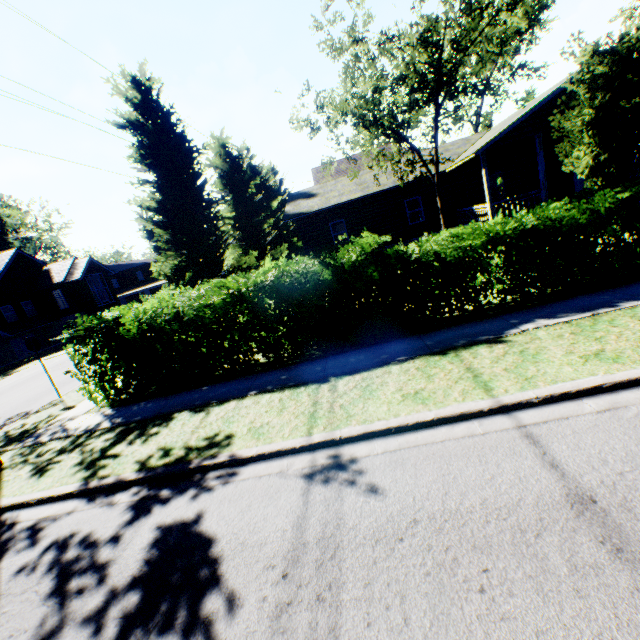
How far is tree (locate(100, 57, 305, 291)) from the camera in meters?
12.4

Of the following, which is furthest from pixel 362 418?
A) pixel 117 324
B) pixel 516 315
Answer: pixel 117 324

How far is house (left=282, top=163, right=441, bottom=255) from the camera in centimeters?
2017cm

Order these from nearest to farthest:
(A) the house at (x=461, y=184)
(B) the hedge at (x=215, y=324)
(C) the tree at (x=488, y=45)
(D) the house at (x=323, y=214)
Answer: (B) the hedge at (x=215, y=324), (C) the tree at (x=488, y=45), (A) the house at (x=461, y=184), (D) the house at (x=323, y=214)

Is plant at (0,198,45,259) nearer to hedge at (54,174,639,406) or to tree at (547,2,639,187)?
tree at (547,2,639,187)

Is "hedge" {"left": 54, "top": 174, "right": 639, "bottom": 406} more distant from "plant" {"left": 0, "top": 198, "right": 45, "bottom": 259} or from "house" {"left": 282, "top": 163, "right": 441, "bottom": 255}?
"plant" {"left": 0, "top": 198, "right": 45, "bottom": 259}

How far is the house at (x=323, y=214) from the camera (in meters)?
20.17
